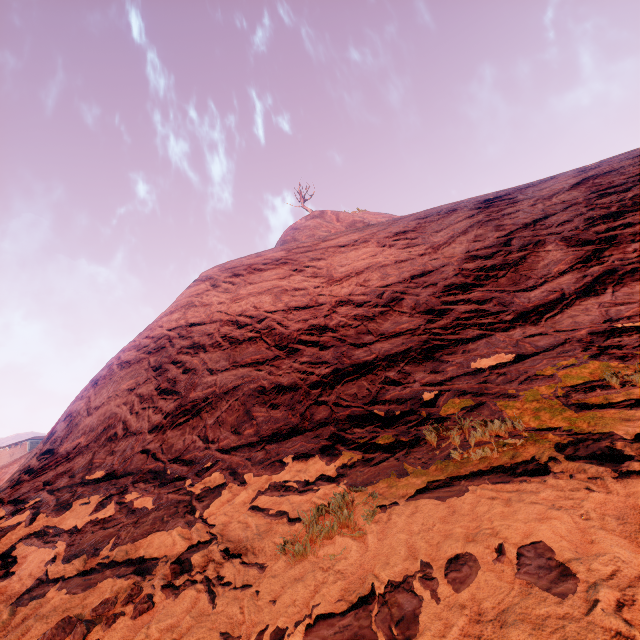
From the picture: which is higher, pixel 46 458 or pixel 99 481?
pixel 46 458

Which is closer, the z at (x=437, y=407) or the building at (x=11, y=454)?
the z at (x=437, y=407)

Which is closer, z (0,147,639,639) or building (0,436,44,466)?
z (0,147,639,639)

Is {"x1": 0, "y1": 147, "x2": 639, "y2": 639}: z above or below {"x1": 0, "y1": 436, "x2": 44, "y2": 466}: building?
below

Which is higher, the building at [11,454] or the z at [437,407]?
the building at [11,454]
